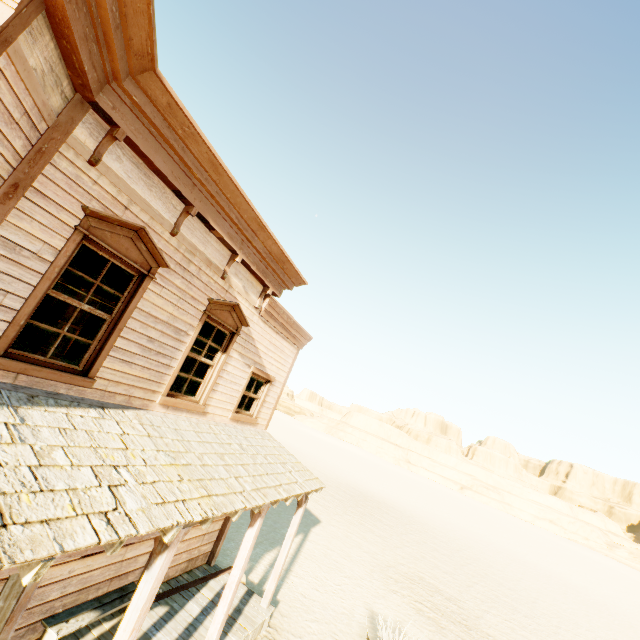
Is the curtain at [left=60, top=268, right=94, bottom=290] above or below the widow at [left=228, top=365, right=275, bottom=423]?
above

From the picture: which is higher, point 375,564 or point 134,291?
point 134,291

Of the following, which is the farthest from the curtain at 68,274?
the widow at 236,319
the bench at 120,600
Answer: the bench at 120,600

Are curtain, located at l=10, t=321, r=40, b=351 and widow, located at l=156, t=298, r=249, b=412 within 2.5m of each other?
yes

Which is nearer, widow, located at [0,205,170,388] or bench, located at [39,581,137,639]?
widow, located at [0,205,170,388]

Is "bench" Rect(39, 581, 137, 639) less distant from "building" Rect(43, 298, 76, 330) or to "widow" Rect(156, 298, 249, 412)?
"building" Rect(43, 298, 76, 330)

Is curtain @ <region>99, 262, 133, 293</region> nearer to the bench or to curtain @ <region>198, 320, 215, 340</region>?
curtain @ <region>198, 320, 215, 340</region>

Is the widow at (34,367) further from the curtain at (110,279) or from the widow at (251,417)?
the widow at (251,417)
